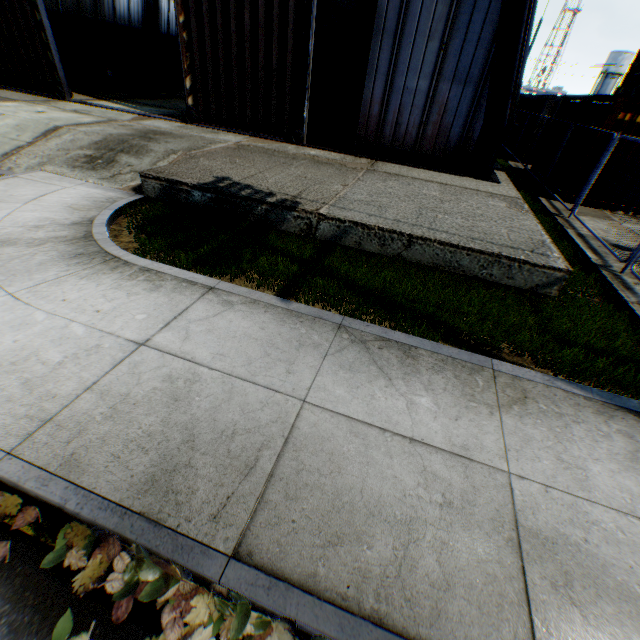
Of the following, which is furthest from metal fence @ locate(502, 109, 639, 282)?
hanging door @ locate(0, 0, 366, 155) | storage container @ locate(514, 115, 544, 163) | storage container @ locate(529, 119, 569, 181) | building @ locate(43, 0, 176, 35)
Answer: hanging door @ locate(0, 0, 366, 155)

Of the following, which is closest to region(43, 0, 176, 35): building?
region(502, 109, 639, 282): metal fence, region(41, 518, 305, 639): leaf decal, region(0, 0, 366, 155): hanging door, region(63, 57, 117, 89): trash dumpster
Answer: region(0, 0, 366, 155): hanging door

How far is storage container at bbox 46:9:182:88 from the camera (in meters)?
16.47

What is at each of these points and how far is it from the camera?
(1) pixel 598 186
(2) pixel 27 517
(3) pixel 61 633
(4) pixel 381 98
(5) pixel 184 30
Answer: (1) storage container, 10.47m
(2) leaf decal, 2.24m
(3) leaf decal, 1.83m
(4) building, 9.84m
(5) hanging door, 10.41m

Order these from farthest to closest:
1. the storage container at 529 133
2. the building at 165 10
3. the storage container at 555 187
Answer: the building at 165 10 → the storage container at 529 133 → the storage container at 555 187

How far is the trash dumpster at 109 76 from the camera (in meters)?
16.47

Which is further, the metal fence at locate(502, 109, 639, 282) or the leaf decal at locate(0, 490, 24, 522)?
the metal fence at locate(502, 109, 639, 282)

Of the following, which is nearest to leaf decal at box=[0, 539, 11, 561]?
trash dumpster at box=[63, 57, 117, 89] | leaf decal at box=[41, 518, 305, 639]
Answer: leaf decal at box=[41, 518, 305, 639]
